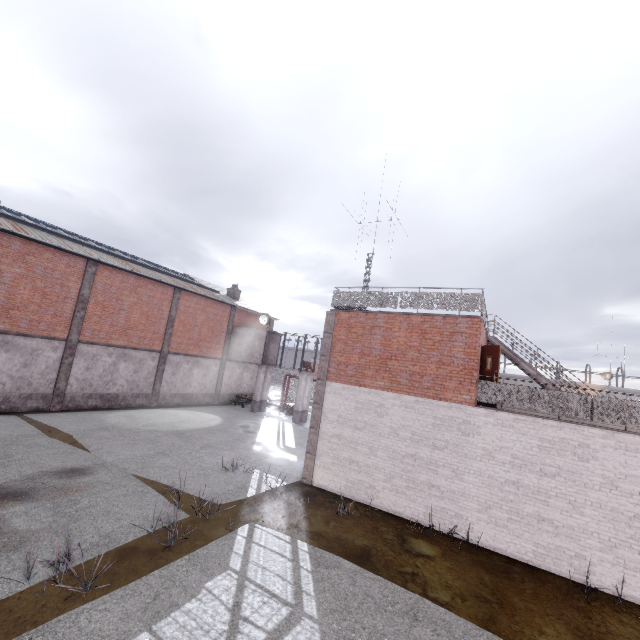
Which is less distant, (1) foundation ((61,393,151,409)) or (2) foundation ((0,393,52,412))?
(2) foundation ((0,393,52,412))

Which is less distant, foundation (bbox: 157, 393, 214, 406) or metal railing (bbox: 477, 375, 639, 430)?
metal railing (bbox: 477, 375, 639, 430)

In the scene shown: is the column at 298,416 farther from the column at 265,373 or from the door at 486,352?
the door at 486,352

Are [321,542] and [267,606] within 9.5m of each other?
yes

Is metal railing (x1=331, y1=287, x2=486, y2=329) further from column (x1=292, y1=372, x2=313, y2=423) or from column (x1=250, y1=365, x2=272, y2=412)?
column (x1=250, y1=365, x2=272, y2=412)

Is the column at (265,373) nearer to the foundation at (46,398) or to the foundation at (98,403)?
the foundation at (98,403)

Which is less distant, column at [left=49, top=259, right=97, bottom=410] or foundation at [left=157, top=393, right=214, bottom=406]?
column at [left=49, top=259, right=97, bottom=410]

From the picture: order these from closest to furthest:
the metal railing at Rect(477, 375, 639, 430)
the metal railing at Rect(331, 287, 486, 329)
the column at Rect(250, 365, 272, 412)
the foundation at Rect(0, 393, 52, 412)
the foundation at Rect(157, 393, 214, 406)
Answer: the metal railing at Rect(477, 375, 639, 430) < the metal railing at Rect(331, 287, 486, 329) < the foundation at Rect(0, 393, 52, 412) < the foundation at Rect(157, 393, 214, 406) < the column at Rect(250, 365, 272, 412)
